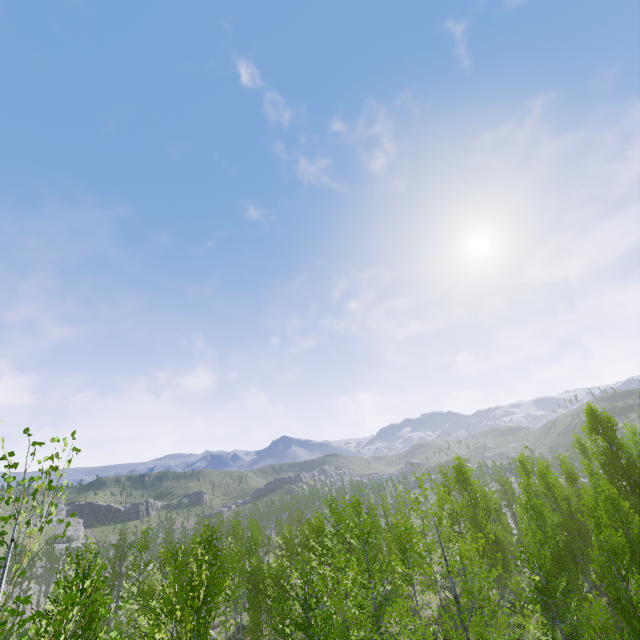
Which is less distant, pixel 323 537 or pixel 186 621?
pixel 186 621
